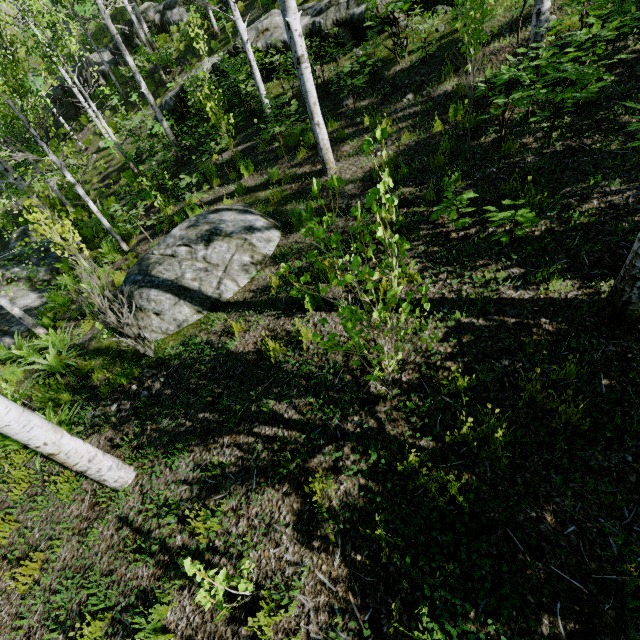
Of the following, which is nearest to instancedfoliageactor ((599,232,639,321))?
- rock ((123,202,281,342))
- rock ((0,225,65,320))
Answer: rock ((0,225,65,320))

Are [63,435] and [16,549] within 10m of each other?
yes

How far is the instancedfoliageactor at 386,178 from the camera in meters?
1.9 m

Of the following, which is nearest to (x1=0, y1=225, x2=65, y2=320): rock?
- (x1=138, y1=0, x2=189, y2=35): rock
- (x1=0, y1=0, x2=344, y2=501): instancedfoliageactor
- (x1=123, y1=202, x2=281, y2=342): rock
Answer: (x1=0, y1=0, x2=344, y2=501): instancedfoliageactor

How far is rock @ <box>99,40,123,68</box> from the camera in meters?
19.3

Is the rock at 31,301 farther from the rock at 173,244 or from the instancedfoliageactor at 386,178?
the rock at 173,244

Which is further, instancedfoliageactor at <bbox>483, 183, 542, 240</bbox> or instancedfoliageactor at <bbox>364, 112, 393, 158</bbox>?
instancedfoliageactor at <bbox>483, 183, 542, 240</bbox>

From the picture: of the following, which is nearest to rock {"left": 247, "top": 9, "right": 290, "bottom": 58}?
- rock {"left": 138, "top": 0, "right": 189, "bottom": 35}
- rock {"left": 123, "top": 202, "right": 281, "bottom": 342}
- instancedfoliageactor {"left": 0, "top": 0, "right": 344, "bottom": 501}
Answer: instancedfoliageactor {"left": 0, "top": 0, "right": 344, "bottom": 501}
